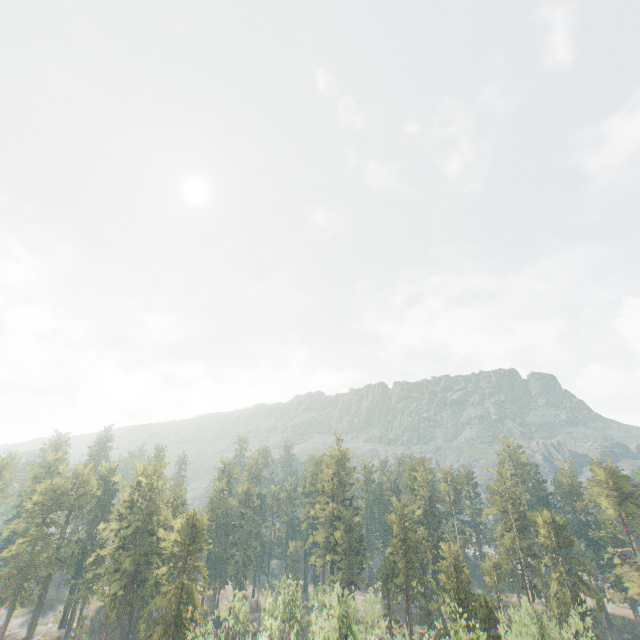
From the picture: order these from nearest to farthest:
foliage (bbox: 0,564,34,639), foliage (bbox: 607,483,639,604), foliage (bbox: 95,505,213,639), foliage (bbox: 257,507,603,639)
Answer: foliage (bbox: 257,507,603,639)
foliage (bbox: 95,505,213,639)
foliage (bbox: 607,483,639,604)
foliage (bbox: 0,564,34,639)

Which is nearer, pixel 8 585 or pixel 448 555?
pixel 448 555

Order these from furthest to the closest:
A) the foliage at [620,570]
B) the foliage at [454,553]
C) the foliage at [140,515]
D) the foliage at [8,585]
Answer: the foliage at [8,585] → the foliage at [620,570] → the foliage at [140,515] → the foliage at [454,553]

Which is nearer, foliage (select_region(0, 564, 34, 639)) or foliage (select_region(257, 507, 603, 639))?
foliage (select_region(257, 507, 603, 639))

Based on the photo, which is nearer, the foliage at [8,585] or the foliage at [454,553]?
the foliage at [454,553]
